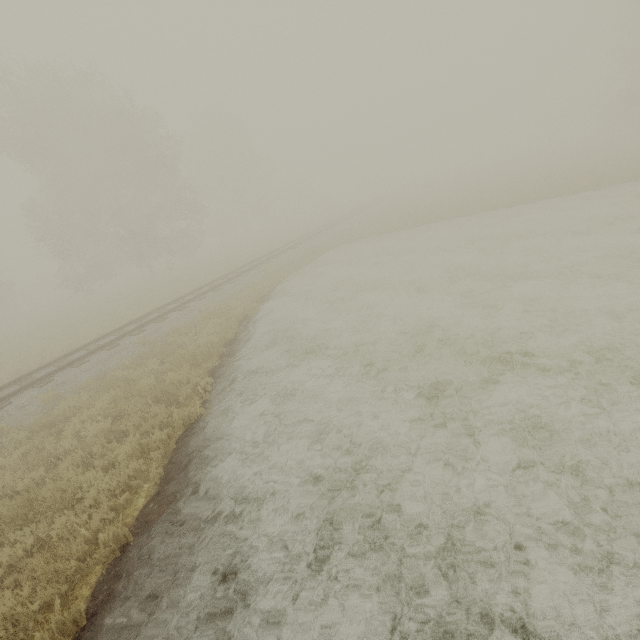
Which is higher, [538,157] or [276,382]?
[538,157]
